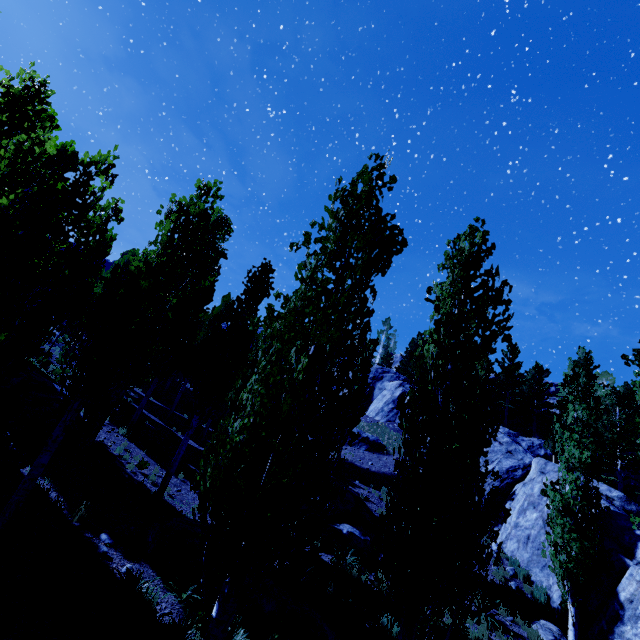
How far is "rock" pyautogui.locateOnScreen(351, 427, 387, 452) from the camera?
25.97m

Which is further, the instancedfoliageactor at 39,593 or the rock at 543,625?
the rock at 543,625

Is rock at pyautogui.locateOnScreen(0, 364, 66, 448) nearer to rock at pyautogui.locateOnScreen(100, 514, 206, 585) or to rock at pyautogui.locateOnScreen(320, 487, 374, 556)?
rock at pyautogui.locateOnScreen(100, 514, 206, 585)

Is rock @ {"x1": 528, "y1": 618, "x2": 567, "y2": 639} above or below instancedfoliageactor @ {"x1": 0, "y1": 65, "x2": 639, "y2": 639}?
below

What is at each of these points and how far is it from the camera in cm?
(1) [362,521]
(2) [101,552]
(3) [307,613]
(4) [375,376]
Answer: (1) rock, 1600
(2) rock, 784
(3) rock, 861
(4) rock, 3984

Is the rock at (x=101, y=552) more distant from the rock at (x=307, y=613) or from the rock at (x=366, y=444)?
the rock at (x=366, y=444)

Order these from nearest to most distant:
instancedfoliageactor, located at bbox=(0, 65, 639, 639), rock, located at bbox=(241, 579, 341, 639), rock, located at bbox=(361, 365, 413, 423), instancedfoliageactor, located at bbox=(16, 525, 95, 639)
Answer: instancedfoliageactor, located at bbox=(0, 65, 639, 639)
instancedfoliageactor, located at bbox=(16, 525, 95, 639)
rock, located at bbox=(241, 579, 341, 639)
rock, located at bbox=(361, 365, 413, 423)

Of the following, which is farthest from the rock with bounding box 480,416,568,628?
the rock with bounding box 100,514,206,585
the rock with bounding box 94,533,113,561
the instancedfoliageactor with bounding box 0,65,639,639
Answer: the rock with bounding box 94,533,113,561
